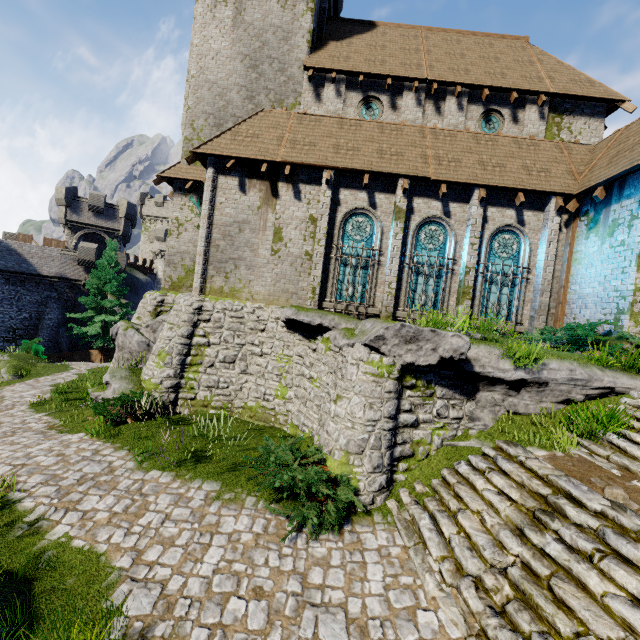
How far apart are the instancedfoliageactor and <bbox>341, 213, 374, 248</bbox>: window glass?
8.96m

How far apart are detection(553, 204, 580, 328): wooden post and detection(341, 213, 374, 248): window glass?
7.5m

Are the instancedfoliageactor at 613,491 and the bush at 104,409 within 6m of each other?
no

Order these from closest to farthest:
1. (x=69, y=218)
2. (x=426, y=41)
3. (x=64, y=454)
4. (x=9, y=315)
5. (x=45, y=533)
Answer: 1. (x=45, y=533)
2. (x=64, y=454)
3. (x=426, y=41)
4. (x=9, y=315)
5. (x=69, y=218)

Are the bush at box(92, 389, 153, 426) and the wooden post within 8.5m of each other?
no

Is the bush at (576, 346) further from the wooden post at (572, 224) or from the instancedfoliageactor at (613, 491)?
the instancedfoliageactor at (613, 491)

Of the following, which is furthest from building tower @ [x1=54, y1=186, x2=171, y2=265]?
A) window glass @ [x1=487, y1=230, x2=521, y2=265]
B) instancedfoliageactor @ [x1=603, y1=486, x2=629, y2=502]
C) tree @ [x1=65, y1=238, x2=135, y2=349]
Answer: instancedfoliageactor @ [x1=603, y1=486, x2=629, y2=502]

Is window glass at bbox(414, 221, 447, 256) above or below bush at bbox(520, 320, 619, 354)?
above
